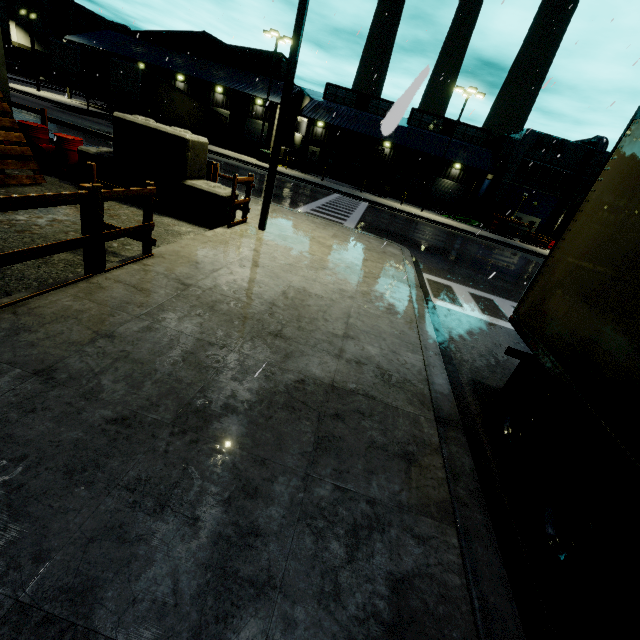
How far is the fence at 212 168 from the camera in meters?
7.9

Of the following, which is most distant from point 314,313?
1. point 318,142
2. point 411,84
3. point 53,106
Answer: point 318,142

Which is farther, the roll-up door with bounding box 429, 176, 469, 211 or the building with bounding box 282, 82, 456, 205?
the roll-up door with bounding box 429, 176, 469, 211

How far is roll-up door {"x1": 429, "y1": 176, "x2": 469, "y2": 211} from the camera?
42.66m

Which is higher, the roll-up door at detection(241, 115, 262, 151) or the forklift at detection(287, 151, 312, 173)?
the roll-up door at detection(241, 115, 262, 151)

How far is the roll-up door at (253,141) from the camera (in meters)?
38.62

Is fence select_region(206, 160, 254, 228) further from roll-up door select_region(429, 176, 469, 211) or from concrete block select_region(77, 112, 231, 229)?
roll-up door select_region(429, 176, 469, 211)

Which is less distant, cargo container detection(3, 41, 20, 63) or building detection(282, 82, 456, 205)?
building detection(282, 82, 456, 205)
